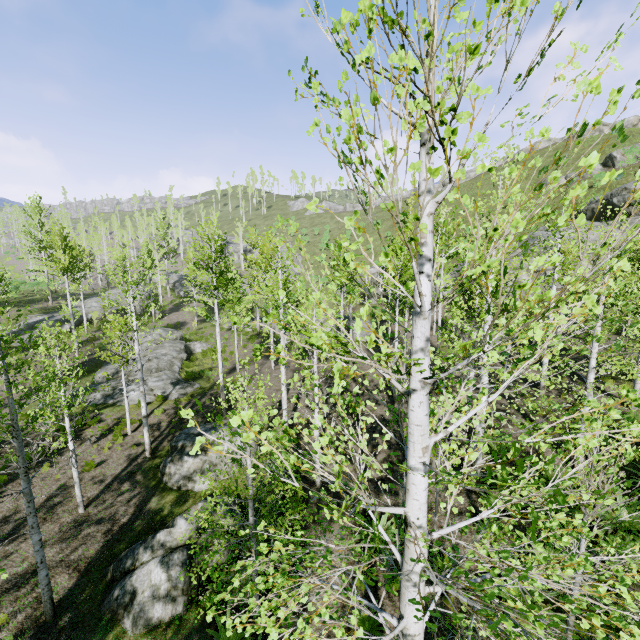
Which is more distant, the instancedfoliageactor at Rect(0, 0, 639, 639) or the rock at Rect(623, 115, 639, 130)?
the rock at Rect(623, 115, 639, 130)

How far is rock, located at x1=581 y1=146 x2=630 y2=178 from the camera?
33.2m

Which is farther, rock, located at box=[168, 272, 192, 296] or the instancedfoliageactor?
rock, located at box=[168, 272, 192, 296]

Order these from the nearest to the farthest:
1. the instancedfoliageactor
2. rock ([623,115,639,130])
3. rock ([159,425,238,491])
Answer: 1. the instancedfoliageactor
2. rock ([159,425,238,491])
3. rock ([623,115,639,130])

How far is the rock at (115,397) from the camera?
19.4m

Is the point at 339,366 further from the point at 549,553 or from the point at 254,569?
the point at 549,553

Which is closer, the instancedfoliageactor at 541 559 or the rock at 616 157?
the instancedfoliageactor at 541 559

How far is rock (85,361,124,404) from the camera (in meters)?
19.38
